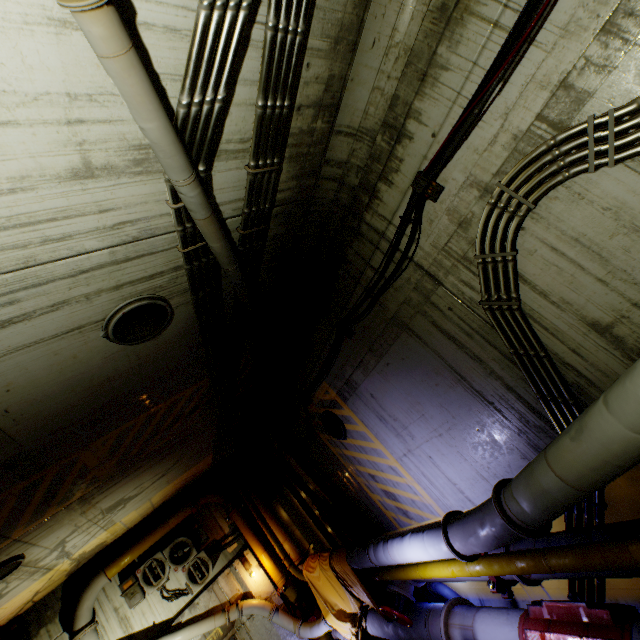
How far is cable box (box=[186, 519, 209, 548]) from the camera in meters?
11.1

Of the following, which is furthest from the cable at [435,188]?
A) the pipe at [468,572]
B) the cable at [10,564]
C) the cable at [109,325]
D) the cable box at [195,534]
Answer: the cable at [10,564]

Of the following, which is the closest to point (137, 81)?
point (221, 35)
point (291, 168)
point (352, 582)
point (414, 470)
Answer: point (221, 35)

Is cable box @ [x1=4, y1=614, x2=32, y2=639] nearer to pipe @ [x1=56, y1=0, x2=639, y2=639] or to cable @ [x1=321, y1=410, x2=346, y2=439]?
pipe @ [x1=56, y1=0, x2=639, y2=639]

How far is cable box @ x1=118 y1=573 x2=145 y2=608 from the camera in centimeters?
977cm

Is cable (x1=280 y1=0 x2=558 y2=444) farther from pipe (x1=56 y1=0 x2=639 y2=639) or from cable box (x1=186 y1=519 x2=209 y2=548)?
cable box (x1=186 y1=519 x2=209 y2=548)

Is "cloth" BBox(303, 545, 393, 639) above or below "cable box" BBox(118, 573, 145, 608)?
below

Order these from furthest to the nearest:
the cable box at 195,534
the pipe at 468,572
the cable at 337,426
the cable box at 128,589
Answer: the cable box at 195,534 → the cable box at 128,589 → the cable at 337,426 → the pipe at 468,572
